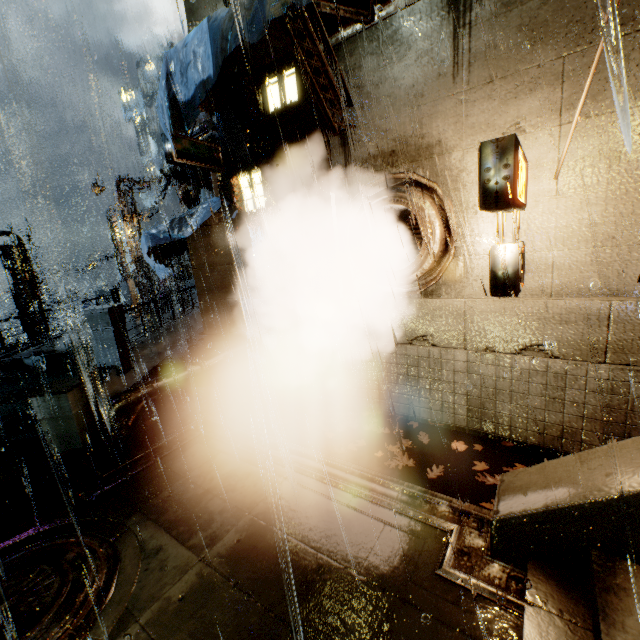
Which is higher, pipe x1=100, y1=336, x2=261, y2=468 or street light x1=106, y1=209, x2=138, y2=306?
street light x1=106, y1=209, x2=138, y2=306

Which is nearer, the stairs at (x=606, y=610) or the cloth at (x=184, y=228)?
the stairs at (x=606, y=610)

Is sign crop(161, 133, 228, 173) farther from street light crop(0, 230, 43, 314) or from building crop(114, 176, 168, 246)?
street light crop(0, 230, 43, 314)

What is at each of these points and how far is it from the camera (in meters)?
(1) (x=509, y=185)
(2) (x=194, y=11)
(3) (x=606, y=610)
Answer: (1) sign, 3.99
(2) building, 9.48
(3) stairs, 2.81

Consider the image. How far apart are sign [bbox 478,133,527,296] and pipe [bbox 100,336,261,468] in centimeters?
677cm

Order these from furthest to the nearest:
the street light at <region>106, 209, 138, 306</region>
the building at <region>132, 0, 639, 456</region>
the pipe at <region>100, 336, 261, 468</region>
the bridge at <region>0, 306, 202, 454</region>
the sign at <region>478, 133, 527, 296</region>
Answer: the street light at <region>106, 209, 138, 306</region>, the bridge at <region>0, 306, 202, 454</region>, the pipe at <region>100, 336, 261, 468</region>, the building at <region>132, 0, 639, 456</region>, the sign at <region>478, 133, 527, 296</region>

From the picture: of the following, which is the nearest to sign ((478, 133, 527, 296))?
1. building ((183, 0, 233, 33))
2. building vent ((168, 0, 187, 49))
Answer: building ((183, 0, 233, 33))

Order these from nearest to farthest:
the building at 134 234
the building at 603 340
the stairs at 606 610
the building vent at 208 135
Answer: the stairs at 606 610
the building at 603 340
the building vent at 208 135
the building at 134 234
